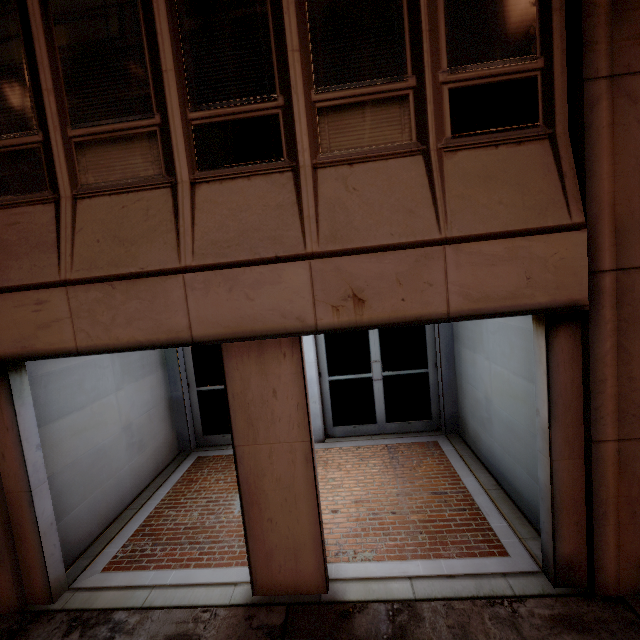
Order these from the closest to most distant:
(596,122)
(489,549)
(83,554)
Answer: (596,122)
(489,549)
(83,554)
